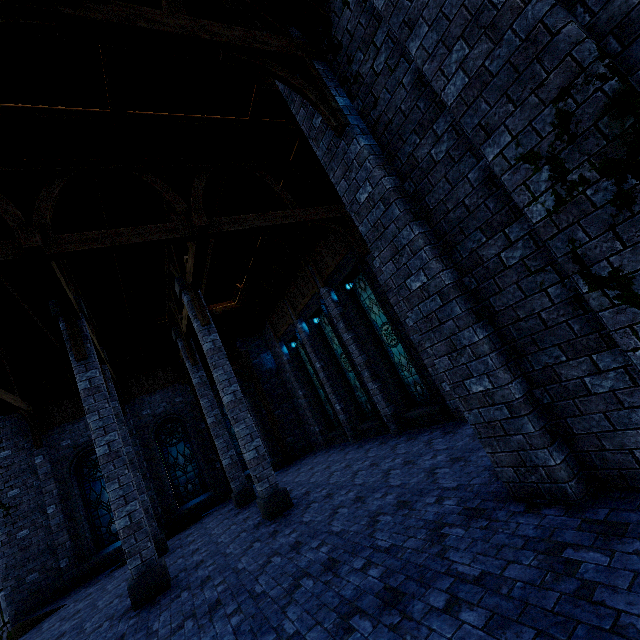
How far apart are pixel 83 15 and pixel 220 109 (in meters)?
4.44

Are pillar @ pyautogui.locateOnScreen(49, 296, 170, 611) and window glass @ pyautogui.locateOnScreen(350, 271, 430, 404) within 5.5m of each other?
no

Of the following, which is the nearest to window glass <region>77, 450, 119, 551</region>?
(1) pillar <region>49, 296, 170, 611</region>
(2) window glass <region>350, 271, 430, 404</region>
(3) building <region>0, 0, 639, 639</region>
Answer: (3) building <region>0, 0, 639, 639</region>

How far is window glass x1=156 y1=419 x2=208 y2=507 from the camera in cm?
1434

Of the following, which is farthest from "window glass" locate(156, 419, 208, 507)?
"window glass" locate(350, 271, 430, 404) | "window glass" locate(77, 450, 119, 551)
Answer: "window glass" locate(350, 271, 430, 404)

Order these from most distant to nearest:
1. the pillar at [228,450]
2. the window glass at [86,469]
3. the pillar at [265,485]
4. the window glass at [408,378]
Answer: the window glass at [86,469]
the pillar at [228,450]
the window glass at [408,378]
the pillar at [265,485]

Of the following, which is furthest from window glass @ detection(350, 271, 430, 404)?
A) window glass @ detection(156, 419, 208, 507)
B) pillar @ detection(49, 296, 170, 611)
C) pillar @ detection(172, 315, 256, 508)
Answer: window glass @ detection(156, 419, 208, 507)

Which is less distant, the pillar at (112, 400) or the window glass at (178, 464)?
the pillar at (112, 400)
